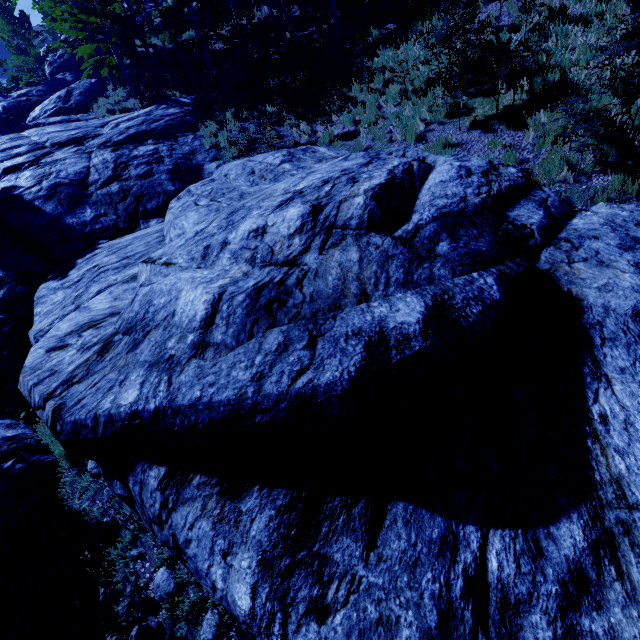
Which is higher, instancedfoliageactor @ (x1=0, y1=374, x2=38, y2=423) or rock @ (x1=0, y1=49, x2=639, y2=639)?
rock @ (x1=0, y1=49, x2=639, y2=639)

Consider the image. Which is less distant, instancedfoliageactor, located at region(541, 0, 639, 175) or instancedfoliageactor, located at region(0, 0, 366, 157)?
instancedfoliageactor, located at region(541, 0, 639, 175)

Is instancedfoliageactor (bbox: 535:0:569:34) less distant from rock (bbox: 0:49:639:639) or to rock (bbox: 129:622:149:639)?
rock (bbox: 0:49:639:639)

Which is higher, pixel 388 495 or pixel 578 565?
pixel 388 495

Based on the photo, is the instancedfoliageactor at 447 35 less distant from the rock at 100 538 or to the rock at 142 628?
the rock at 100 538

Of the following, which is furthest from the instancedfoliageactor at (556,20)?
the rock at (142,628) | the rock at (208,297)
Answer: the rock at (142,628)

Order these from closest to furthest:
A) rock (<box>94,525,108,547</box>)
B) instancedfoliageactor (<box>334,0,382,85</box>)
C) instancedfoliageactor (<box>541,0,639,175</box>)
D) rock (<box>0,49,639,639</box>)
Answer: rock (<box>0,49,639,639</box>), rock (<box>94,525,108,547</box>), instancedfoliageactor (<box>541,0,639,175</box>), instancedfoliageactor (<box>334,0,382,85</box>)
